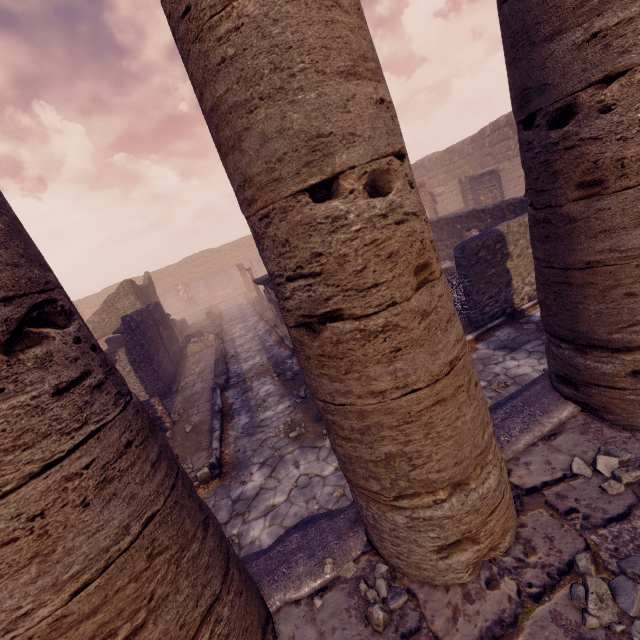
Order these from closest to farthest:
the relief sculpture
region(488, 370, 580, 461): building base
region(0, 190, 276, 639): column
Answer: region(0, 190, 276, 639): column → region(488, 370, 580, 461): building base → the relief sculpture

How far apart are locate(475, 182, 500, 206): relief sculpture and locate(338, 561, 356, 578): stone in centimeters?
1690cm

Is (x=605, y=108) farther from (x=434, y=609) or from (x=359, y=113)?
(x=434, y=609)

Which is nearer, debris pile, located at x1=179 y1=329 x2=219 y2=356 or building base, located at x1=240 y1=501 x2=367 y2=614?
building base, located at x1=240 y1=501 x2=367 y2=614

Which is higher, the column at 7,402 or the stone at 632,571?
the column at 7,402

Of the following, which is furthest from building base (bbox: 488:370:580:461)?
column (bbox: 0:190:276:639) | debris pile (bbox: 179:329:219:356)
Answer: debris pile (bbox: 179:329:219:356)

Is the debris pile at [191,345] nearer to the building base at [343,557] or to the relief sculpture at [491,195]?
the building base at [343,557]
